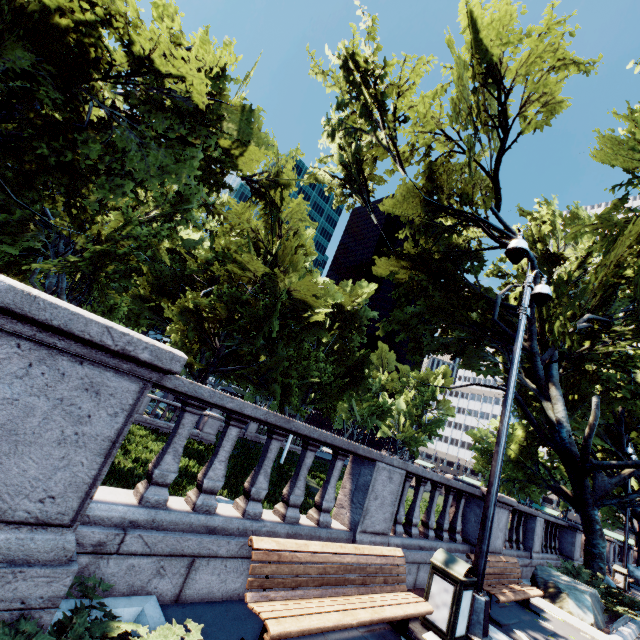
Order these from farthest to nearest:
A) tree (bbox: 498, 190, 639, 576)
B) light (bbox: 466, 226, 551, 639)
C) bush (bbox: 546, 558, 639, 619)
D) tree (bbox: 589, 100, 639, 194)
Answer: tree (bbox: 589, 100, 639, 194), tree (bbox: 498, 190, 639, 576), bush (bbox: 546, 558, 639, 619), light (bbox: 466, 226, 551, 639)

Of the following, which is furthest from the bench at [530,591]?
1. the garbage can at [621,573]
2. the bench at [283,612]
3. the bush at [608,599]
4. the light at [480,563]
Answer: the garbage can at [621,573]

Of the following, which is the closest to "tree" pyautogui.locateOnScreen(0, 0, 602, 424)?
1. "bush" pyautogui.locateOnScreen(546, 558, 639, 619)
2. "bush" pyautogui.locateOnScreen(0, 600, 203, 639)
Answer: "bush" pyautogui.locateOnScreen(546, 558, 639, 619)

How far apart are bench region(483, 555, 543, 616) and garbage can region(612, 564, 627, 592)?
14.93m

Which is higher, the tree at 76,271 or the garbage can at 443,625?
the tree at 76,271

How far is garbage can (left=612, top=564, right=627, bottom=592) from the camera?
16.30m

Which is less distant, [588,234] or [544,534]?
[544,534]

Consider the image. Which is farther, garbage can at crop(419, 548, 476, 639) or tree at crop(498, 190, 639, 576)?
tree at crop(498, 190, 639, 576)
